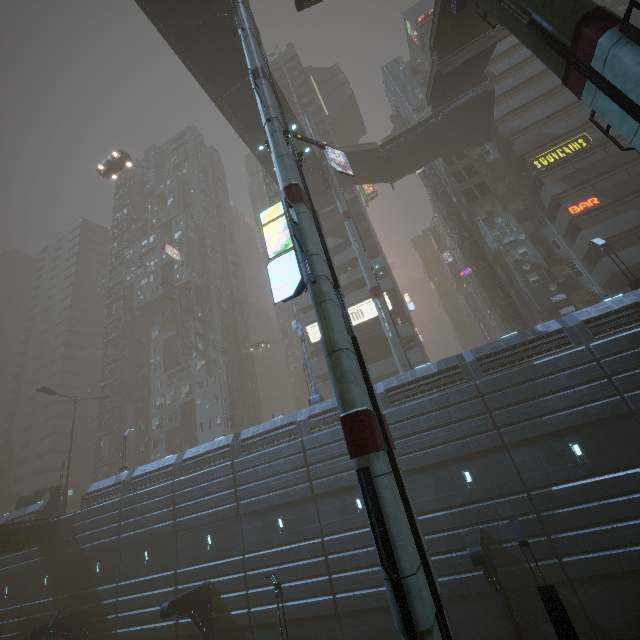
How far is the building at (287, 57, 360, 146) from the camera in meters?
51.7 m

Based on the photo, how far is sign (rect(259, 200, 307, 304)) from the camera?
11.8 meters

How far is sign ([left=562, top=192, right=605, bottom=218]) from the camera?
28.2 meters

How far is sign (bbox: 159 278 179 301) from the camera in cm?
4856

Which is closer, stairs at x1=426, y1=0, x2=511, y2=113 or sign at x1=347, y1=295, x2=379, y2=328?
stairs at x1=426, y1=0, x2=511, y2=113

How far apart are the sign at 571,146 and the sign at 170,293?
48.3 meters

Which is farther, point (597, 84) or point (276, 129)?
point (276, 129)

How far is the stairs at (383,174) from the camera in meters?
35.5
